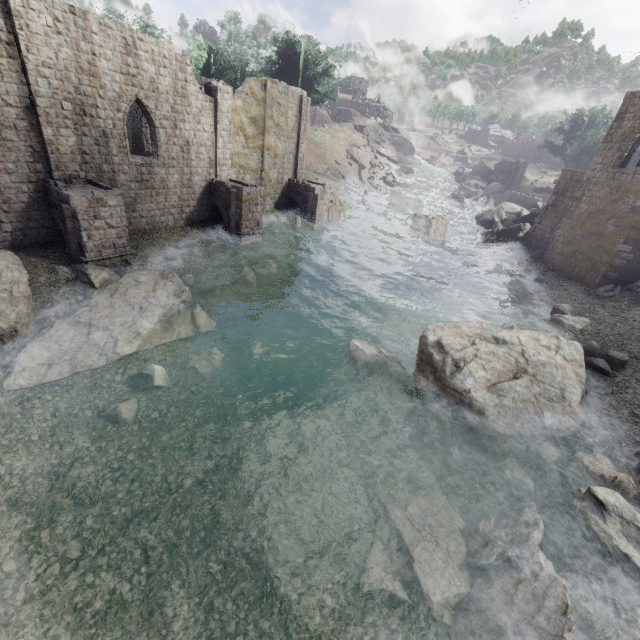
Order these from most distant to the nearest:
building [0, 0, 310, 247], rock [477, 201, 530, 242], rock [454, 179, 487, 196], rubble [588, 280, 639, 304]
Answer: rock [454, 179, 487, 196] < rock [477, 201, 530, 242] < rubble [588, 280, 639, 304] < building [0, 0, 310, 247]

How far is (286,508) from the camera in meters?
9.2 m

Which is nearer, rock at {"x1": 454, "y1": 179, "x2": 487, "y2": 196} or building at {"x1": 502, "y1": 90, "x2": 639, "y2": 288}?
building at {"x1": 502, "y1": 90, "x2": 639, "y2": 288}

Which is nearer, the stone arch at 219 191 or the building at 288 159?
the building at 288 159

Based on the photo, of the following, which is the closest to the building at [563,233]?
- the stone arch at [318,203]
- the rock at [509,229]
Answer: the stone arch at [318,203]

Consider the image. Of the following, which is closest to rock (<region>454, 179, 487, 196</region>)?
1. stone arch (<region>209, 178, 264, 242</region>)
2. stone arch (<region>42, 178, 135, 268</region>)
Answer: stone arch (<region>209, 178, 264, 242</region>)

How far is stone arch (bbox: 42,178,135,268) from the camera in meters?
14.2 m

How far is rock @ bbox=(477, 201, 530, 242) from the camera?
31.2 meters
